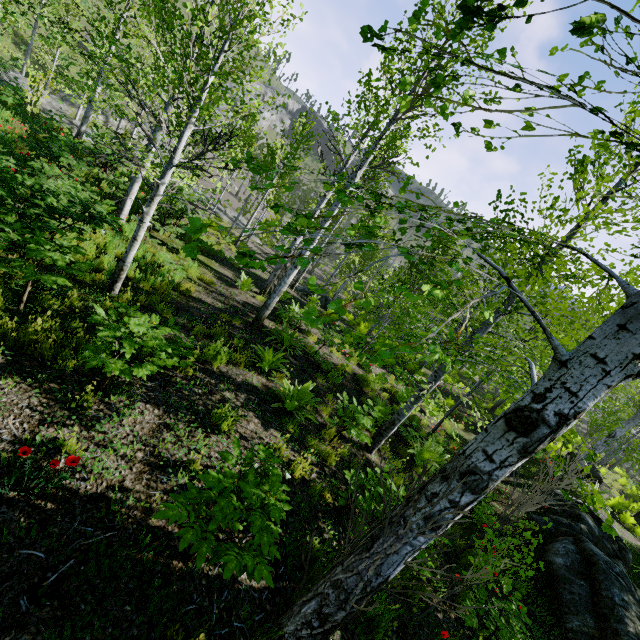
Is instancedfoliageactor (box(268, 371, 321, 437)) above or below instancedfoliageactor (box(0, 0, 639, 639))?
below

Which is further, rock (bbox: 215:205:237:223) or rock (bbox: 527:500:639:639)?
rock (bbox: 215:205:237:223)

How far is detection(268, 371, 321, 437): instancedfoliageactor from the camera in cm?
564

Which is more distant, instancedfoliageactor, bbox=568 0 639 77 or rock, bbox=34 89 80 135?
rock, bbox=34 89 80 135

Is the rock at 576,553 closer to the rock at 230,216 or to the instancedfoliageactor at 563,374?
the instancedfoliageactor at 563,374

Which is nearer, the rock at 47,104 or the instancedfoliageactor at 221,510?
the instancedfoliageactor at 221,510

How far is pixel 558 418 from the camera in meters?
1.9
